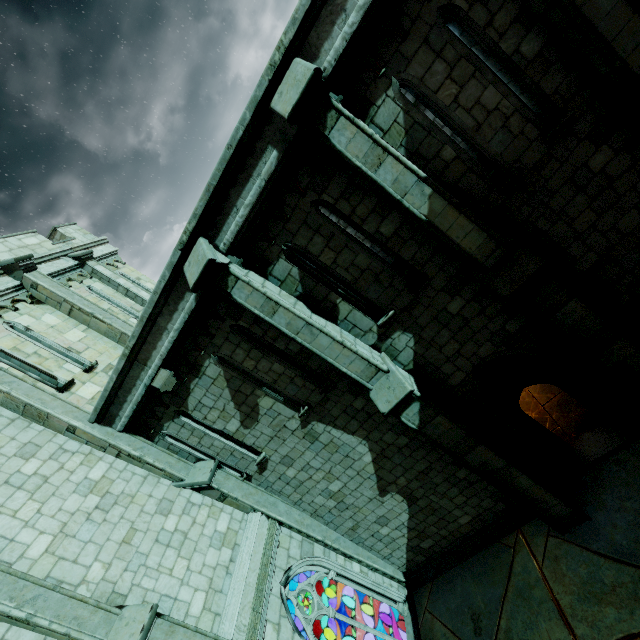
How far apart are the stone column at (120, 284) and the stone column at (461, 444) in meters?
7.3

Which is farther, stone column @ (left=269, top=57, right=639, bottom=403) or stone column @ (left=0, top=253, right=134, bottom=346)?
stone column @ (left=0, top=253, right=134, bottom=346)

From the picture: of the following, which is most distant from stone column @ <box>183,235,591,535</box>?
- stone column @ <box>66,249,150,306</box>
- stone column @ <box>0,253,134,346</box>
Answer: stone column @ <box>66,249,150,306</box>

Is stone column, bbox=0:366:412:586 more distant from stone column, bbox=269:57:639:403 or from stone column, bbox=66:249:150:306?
stone column, bbox=269:57:639:403

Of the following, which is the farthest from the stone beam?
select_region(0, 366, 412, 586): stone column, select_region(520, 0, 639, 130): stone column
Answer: select_region(520, 0, 639, 130): stone column

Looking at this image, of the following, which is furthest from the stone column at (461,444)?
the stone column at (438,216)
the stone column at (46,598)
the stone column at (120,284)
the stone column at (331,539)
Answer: the stone column at (120,284)

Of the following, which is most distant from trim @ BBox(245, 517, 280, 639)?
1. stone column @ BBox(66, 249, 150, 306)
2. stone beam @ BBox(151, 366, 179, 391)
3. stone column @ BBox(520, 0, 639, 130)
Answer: stone column @ BBox(520, 0, 639, 130)

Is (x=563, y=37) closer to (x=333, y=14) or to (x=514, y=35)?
(x=514, y=35)
